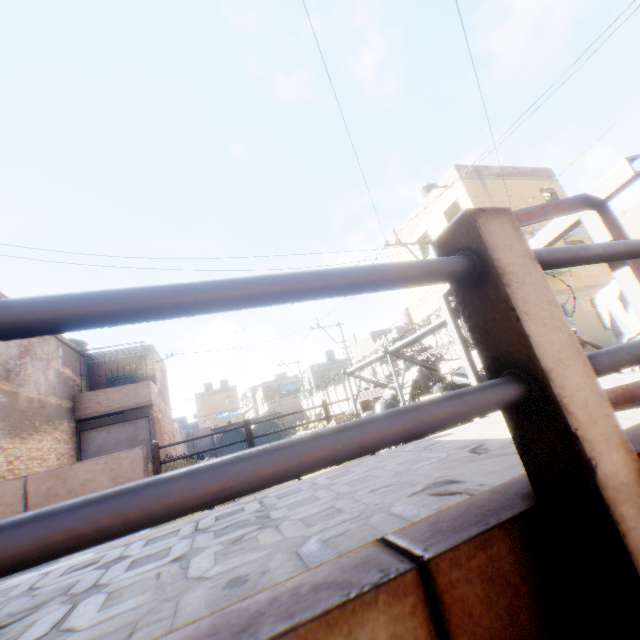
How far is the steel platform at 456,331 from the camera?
3.8 meters

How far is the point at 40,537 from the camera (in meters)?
0.48

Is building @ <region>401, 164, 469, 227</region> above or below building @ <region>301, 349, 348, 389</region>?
above

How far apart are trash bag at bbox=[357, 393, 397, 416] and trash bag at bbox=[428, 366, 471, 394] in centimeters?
92cm

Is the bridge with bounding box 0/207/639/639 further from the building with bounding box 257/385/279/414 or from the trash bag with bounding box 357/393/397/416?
the building with bounding box 257/385/279/414

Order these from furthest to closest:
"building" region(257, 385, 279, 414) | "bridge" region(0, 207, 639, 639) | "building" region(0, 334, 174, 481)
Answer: "building" region(257, 385, 279, 414) < "building" region(0, 334, 174, 481) < "bridge" region(0, 207, 639, 639)

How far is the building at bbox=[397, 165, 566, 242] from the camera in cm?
1530

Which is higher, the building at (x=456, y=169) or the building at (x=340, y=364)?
the building at (x=456, y=169)
